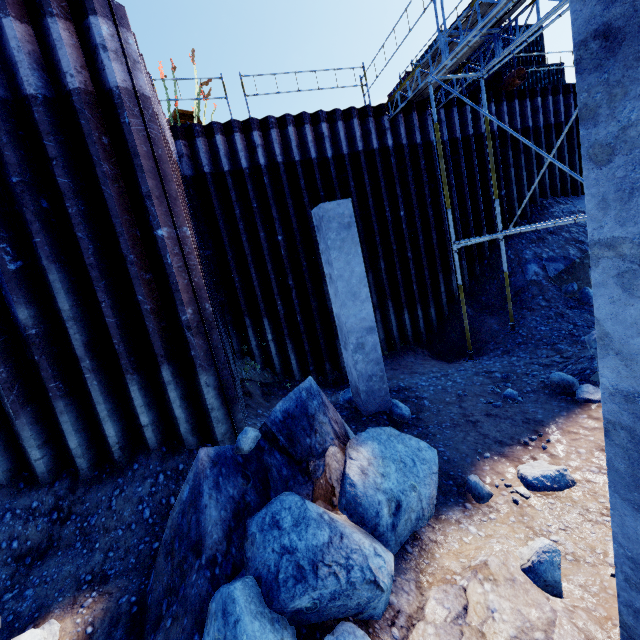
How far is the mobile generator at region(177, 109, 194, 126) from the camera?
9.71m

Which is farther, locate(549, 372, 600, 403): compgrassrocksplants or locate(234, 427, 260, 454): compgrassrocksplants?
locate(549, 372, 600, 403): compgrassrocksplants

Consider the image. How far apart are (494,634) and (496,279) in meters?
10.2

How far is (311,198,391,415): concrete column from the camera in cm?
588

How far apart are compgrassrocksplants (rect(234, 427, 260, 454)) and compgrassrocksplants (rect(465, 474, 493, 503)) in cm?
280

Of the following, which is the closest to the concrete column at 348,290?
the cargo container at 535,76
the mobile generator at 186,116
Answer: the mobile generator at 186,116

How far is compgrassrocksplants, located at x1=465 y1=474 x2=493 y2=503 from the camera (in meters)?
4.07

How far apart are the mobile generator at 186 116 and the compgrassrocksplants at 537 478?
11.5 meters
